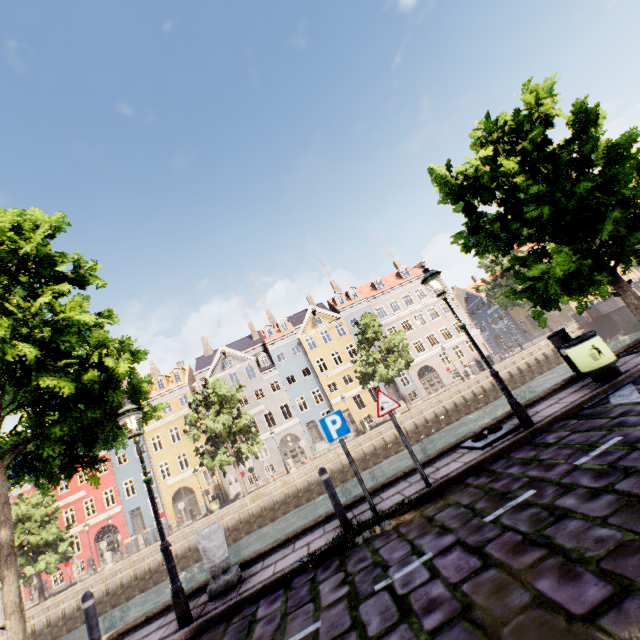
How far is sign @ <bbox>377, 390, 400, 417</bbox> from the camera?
6.2 meters

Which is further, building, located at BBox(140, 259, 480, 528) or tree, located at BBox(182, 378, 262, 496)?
building, located at BBox(140, 259, 480, 528)

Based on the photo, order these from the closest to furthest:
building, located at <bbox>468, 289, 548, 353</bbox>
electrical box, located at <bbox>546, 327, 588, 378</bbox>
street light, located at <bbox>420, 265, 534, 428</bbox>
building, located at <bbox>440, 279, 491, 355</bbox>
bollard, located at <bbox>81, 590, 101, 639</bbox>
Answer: bollard, located at <bbox>81, 590, 101, 639</bbox> < street light, located at <bbox>420, 265, 534, 428</bbox> < electrical box, located at <bbox>546, 327, 588, 378</bbox> < building, located at <bbox>440, 279, 491, 355</bbox> < building, located at <bbox>468, 289, 548, 353</bbox>

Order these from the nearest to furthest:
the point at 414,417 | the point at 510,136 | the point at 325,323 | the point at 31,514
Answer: the point at 510,136
the point at 31,514
the point at 414,417
the point at 325,323

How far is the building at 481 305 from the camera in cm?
4962

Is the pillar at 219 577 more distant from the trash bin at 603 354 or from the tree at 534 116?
the trash bin at 603 354

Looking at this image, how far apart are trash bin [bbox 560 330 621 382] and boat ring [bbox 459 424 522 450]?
2.1 meters

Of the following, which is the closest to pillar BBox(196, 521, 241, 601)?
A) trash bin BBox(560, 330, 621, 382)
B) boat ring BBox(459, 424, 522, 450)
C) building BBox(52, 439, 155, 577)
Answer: boat ring BBox(459, 424, 522, 450)
